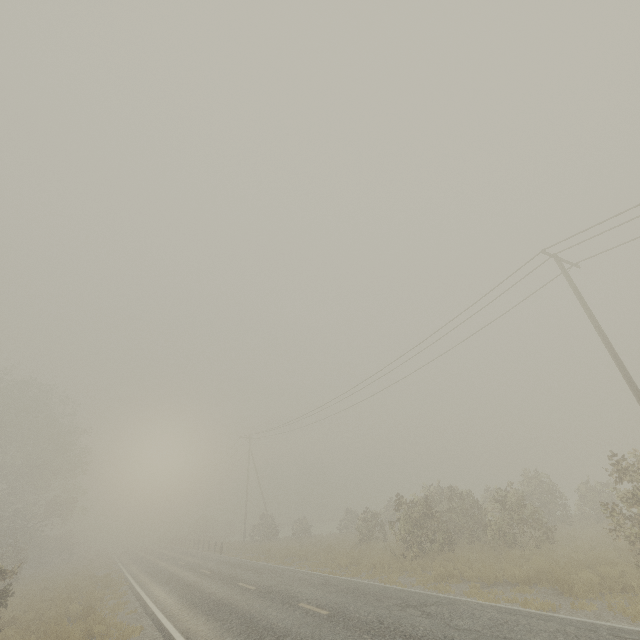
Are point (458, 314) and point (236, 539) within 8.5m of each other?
no

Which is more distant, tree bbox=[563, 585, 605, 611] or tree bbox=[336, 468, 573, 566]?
tree bbox=[336, 468, 573, 566]

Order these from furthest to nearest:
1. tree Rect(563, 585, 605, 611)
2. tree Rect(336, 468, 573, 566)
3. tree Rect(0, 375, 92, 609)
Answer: tree Rect(0, 375, 92, 609), tree Rect(336, 468, 573, 566), tree Rect(563, 585, 605, 611)

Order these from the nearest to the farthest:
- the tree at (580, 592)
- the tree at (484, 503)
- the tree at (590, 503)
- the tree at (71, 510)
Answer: the tree at (580, 592) < the tree at (590, 503) < the tree at (484, 503) < the tree at (71, 510)

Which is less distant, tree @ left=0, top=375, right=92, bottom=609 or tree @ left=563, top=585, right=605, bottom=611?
tree @ left=563, top=585, right=605, bottom=611

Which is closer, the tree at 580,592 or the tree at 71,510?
the tree at 580,592

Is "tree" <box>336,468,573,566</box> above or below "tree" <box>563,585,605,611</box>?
above

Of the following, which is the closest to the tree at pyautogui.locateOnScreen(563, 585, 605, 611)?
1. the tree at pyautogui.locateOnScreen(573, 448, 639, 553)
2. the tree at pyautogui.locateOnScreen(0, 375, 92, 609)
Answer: the tree at pyautogui.locateOnScreen(573, 448, 639, 553)
